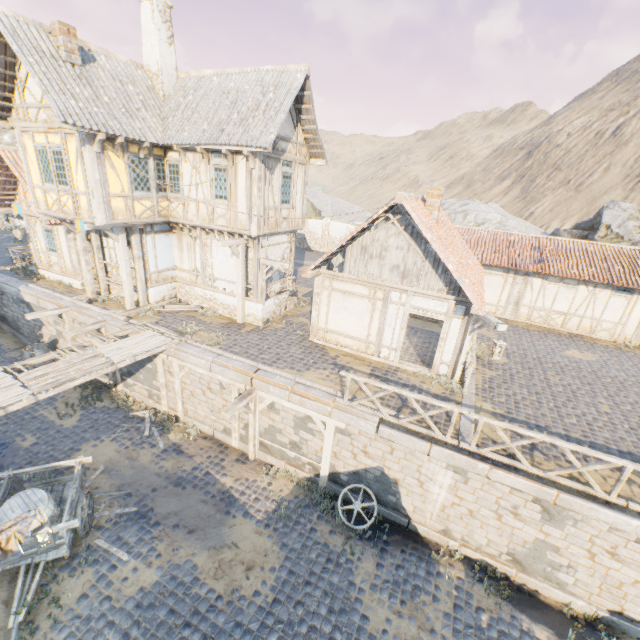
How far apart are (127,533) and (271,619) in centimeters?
455cm

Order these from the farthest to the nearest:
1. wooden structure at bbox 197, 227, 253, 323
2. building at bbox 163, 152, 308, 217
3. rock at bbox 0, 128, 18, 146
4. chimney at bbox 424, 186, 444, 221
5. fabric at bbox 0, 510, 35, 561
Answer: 1. rock at bbox 0, 128, 18, 146
2. wooden structure at bbox 197, 227, 253, 323
3. building at bbox 163, 152, 308, 217
4. chimney at bbox 424, 186, 444, 221
5. fabric at bbox 0, 510, 35, 561

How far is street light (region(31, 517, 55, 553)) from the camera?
6.3 meters

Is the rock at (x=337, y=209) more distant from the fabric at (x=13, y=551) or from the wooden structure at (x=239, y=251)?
the fabric at (x=13, y=551)

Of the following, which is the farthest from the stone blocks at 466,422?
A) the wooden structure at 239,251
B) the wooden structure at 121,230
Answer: the wooden structure at 239,251

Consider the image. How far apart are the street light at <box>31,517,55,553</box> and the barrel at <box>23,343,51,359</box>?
11.3m

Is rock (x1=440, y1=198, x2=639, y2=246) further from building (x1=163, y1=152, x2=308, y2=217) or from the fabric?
the fabric

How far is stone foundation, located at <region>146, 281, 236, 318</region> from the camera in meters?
14.8 m
